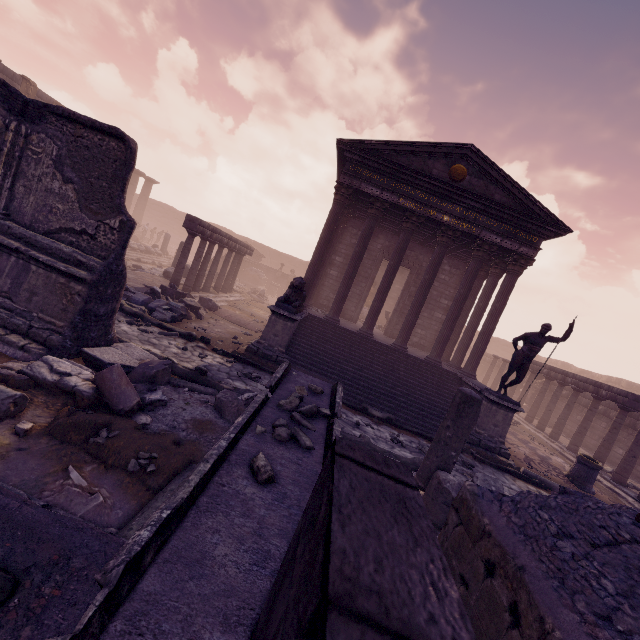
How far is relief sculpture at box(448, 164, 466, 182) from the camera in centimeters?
1141cm

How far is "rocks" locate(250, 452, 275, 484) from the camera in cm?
185

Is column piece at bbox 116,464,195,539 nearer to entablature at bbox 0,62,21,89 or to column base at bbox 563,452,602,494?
column base at bbox 563,452,602,494

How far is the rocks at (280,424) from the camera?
2.4 meters

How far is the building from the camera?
9.73m

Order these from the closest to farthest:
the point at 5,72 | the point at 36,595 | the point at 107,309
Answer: the point at 36,595 → the point at 107,309 → the point at 5,72

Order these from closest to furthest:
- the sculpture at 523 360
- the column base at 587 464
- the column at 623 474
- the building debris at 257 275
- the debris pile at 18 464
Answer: the debris pile at 18 464
the sculpture at 523 360
the column base at 587 464
the column at 623 474
the building debris at 257 275

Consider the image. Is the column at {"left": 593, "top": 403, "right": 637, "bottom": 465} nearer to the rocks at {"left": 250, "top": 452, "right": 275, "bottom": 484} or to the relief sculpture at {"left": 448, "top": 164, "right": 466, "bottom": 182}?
the relief sculpture at {"left": 448, "top": 164, "right": 466, "bottom": 182}
